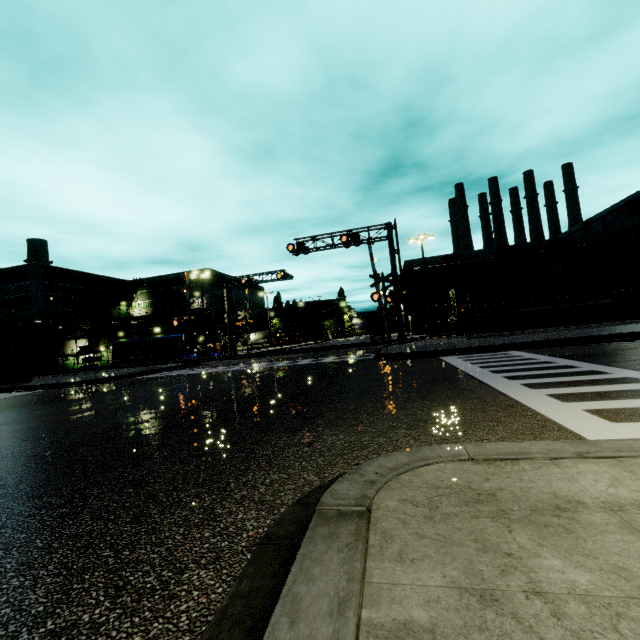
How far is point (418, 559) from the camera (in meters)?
1.46

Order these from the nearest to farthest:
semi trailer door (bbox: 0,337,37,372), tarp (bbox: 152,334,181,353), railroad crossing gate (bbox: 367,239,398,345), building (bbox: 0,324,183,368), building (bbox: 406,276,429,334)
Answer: railroad crossing gate (bbox: 367,239,398,345), semi trailer door (bbox: 0,337,37,372), tarp (bbox: 152,334,181,353), building (bbox: 0,324,183,368), building (bbox: 406,276,429,334)

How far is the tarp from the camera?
37.8 meters

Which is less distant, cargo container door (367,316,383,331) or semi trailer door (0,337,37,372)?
semi trailer door (0,337,37,372)

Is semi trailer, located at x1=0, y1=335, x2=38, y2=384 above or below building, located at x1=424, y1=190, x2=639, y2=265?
below

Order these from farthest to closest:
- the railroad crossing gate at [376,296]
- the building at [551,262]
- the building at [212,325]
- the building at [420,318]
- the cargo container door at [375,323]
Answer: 1. the building at [212,325]
2. the cargo container door at [375,323]
3. the building at [420,318]
4. the building at [551,262]
5. the railroad crossing gate at [376,296]

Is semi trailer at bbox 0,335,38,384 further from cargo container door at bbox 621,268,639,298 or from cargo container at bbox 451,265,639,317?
cargo container door at bbox 621,268,639,298

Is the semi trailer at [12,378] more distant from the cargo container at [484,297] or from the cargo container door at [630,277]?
the cargo container door at [630,277]
